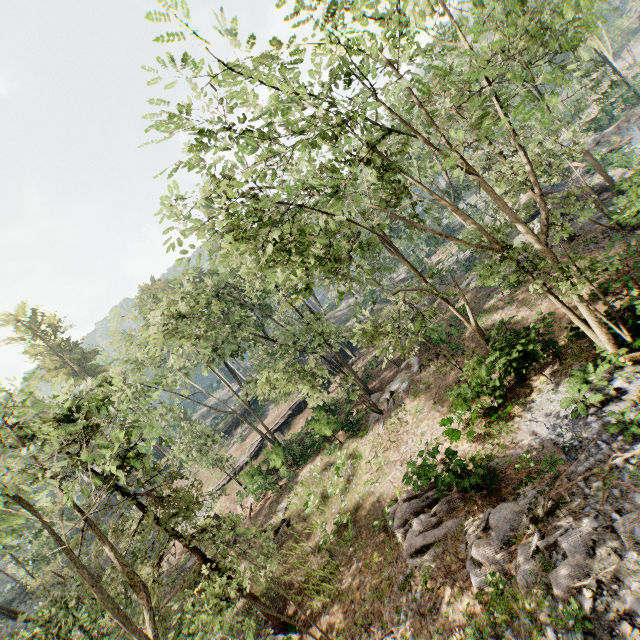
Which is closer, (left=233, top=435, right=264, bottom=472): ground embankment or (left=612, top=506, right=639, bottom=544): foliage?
(left=612, top=506, right=639, bottom=544): foliage

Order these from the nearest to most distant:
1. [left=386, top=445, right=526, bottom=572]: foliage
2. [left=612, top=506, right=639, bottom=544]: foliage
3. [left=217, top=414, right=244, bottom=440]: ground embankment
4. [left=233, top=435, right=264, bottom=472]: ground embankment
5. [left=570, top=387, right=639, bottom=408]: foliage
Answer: [left=612, top=506, right=639, bottom=544]: foliage, [left=570, top=387, right=639, bottom=408]: foliage, [left=386, top=445, right=526, bottom=572]: foliage, [left=233, top=435, right=264, bottom=472]: ground embankment, [left=217, top=414, right=244, bottom=440]: ground embankment

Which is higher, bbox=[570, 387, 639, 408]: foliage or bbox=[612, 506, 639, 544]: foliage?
bbox=[570, 387, 639, 408]: foliage

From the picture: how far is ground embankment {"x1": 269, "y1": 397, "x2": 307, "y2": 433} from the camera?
36.8m

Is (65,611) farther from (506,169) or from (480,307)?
(506,169)

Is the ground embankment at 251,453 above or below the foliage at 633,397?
above

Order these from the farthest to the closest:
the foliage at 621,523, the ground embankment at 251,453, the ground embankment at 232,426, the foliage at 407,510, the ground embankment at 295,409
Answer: the ground embankment at 232,426
the ground embankment at 295,409
the ground embankment at 251,453
the foliage at 407,510
the foliage at 621,523

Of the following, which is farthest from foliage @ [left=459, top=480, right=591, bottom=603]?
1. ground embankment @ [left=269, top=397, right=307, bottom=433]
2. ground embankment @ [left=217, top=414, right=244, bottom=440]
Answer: ground embankment @ [left=217, top=414, right=244, bottom=440]
